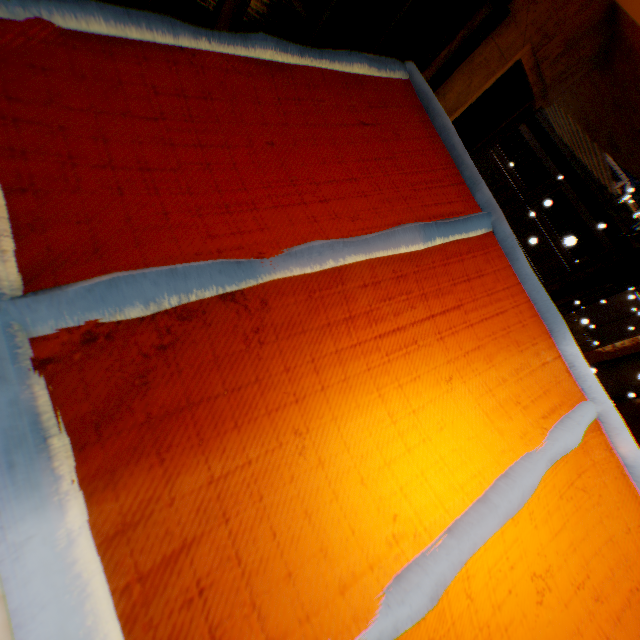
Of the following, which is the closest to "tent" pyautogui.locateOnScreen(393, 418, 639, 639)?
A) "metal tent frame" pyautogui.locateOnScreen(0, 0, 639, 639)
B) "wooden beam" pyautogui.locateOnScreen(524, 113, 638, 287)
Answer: "metal tent frame" pyautogui.locateOnScreen(0, 0, 639, 639)

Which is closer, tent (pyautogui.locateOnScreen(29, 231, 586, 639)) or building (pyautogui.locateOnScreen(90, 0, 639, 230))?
tent (pyautogui.locateOnScreen(29, 231, 586, 639))

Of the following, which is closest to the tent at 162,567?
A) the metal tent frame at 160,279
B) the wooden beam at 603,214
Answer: the metal tent frame at 160,279

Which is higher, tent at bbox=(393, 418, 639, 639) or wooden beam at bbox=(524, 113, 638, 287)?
wooden beam at bbox=(524, 113, 638, 287)

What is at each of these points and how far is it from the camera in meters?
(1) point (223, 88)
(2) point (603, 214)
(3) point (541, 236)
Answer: (1) tent, 0.9
(2) wooden beam, 9.7
(3) wooden gate, 10.9

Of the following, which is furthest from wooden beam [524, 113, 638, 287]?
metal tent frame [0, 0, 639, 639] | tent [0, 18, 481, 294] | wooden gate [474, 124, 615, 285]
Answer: metal tent frame [0, 0, 639, 639]

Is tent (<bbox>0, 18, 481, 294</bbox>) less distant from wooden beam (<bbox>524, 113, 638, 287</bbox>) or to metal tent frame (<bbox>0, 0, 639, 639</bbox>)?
metal tent frame (<bbox>0, 0, 639, 639</bbox>)
